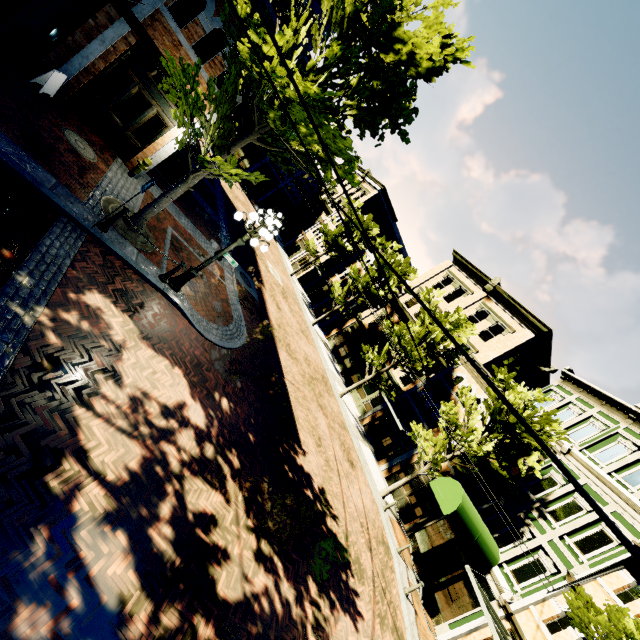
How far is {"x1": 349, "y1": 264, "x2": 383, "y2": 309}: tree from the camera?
26.36m

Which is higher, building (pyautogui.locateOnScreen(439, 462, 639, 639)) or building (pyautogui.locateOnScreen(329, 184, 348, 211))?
building (pyautogui.locateOnScreen(329, 184, 348, 211))

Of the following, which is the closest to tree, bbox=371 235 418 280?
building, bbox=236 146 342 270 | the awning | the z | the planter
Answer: the z

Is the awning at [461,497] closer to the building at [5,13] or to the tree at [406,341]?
the building at [5,13]

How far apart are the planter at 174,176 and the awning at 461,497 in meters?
18.6

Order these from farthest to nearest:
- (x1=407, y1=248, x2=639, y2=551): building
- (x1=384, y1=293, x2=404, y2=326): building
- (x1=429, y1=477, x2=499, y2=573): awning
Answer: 1. (x1=384, y1=293, x2=404, y2=326): building
2. (x1=407, y1=248, x2=639, y2=551): building
3. (x1=429, y1=477, x2=499, y2=573): awning

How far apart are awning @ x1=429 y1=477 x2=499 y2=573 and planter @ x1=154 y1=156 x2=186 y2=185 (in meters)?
18.63

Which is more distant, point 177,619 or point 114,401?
point 114,401
